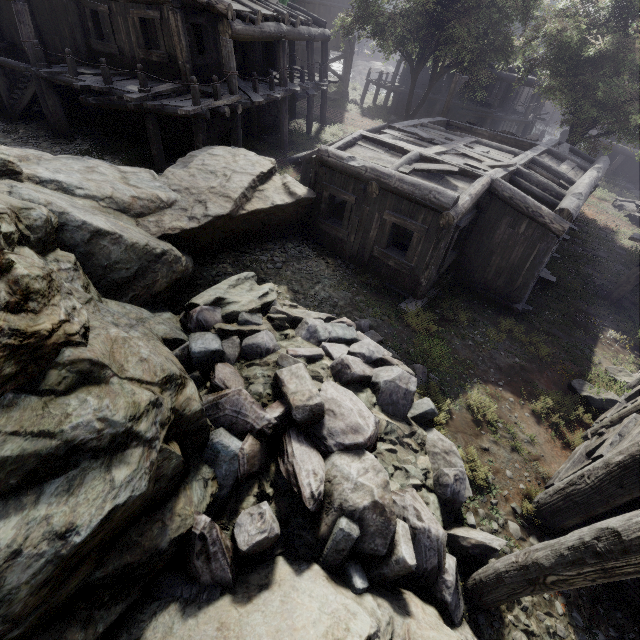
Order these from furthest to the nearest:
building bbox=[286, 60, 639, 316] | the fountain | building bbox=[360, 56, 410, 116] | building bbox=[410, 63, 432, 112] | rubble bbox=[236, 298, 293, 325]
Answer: building bbox=[360, 56, 410, 116]
building bbox=[410, 63, 432, 112]
the fountain
building bbox=[286, 60, 639, 316]
rubble bbox=[236, 298, 293, 325]

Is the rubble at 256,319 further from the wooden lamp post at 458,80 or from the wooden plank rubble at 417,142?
the wooden lamp post at 458,80

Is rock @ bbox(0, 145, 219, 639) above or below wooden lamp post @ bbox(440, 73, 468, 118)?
below

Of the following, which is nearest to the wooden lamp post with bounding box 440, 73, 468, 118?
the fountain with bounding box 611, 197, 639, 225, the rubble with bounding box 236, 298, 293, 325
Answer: the fountain with bounding box 611, 197, 639, 225

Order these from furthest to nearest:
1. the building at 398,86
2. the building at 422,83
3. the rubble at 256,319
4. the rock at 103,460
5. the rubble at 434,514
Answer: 1. the building at 398,86
2. the building at 422,83
3. the rubble at 256,319
4. the rubble at 434,514
5. the rock at 103,460

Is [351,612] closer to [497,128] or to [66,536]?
[66,536]

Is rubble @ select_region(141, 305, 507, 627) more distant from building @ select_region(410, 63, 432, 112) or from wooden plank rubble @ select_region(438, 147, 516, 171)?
wooden plank rubble @ select_region(438, 147, 516, 171)
